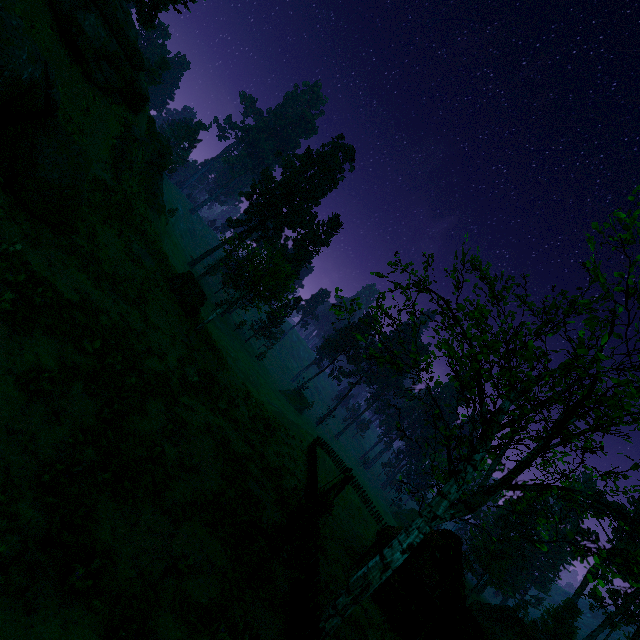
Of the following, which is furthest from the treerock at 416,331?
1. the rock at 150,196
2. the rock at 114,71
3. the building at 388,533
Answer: the rock at 150,196

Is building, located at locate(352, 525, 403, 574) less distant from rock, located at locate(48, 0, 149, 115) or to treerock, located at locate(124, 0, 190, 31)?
treerock, located at locate(124, 0, 190, 31)

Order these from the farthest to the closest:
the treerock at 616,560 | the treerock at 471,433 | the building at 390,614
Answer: the building at 390,614, the treerock at 616,560, the treerock at 471,433

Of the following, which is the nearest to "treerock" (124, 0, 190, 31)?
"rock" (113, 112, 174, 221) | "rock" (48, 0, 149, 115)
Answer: "rock" (48, 0, 149, 115)

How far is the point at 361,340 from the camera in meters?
13.0

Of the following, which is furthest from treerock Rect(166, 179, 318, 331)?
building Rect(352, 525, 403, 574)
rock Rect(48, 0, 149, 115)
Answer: rock Rect(48, 0, 149, 115)

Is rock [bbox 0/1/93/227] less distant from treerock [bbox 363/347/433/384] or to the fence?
treerock [bbox 363/347/433/384]

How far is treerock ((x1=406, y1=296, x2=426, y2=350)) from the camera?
9.2m
